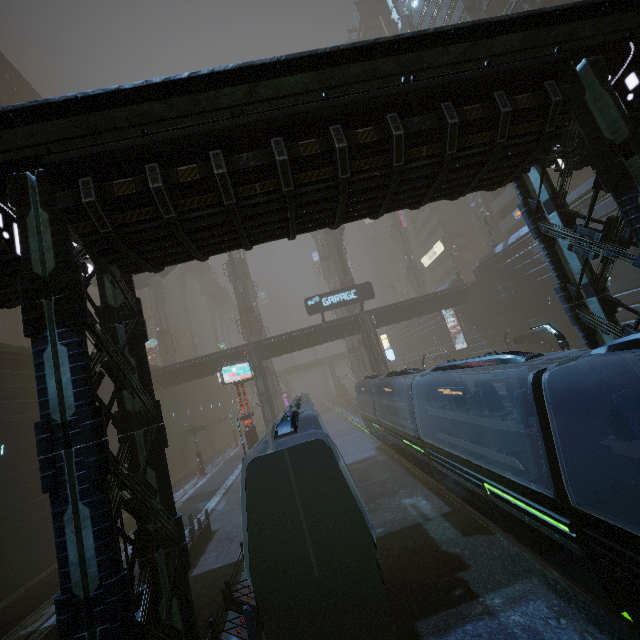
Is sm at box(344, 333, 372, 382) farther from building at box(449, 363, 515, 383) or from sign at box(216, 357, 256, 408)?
sign at box(216, 357, 256, 408)

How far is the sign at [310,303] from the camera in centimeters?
3466cm

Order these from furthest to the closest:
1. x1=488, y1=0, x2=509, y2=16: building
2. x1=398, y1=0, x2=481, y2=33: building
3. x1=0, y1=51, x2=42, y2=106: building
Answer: x1=0, y1=51, x2=42, y2=106: building → x1=398, y1=0, x2=481, y2=33: building → x1=488, y1=0, x2=509, y2=16: building

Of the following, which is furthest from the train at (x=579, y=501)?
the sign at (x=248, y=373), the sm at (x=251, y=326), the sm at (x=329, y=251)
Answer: the sm at (x=329, y=251)

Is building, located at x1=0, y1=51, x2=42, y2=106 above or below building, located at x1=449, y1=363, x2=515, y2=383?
above

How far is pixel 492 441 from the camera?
12.8 meters

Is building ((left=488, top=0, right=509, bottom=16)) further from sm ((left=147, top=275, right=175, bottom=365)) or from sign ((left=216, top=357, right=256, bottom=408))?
sign ((left=216, top=357, right=256, bottom=408))

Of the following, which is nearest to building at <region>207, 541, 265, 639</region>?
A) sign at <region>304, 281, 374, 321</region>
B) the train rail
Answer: the train rail
